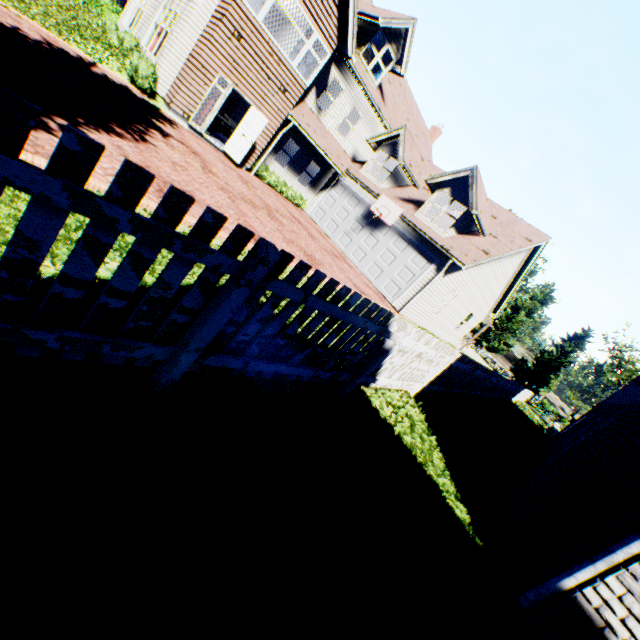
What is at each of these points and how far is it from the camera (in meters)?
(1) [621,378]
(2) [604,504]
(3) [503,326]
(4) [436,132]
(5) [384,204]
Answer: (1) tree, 51.97
(2) chimney, 4.21
(3) tree, 46.25
(4) chimney, 27.95
(5) basketball hoop, 16.66

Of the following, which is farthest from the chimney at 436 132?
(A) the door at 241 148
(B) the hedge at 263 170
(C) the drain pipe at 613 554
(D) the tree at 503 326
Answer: (C) the drain pipe at 613 554

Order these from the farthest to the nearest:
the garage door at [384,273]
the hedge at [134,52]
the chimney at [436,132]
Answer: the chimney at [436,132] < the garage door at [384,273] < the hedge at [134,52]

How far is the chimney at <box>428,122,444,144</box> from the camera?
27.95m

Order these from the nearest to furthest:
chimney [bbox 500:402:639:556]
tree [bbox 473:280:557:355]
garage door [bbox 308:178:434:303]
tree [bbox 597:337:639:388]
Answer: chimney [bbox 500:402:639:556], garage door [bbox 308:178:434:303], tree [bbox 473:280:557:355], tree [bbox 597:337:639:388]

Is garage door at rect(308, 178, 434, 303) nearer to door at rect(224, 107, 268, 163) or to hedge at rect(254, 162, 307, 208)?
hedge at rect(254, 162, 307, 208)

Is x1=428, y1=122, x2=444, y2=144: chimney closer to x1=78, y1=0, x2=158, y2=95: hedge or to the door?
the door

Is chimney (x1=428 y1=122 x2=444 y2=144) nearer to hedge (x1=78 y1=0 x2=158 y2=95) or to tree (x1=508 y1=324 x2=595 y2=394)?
hedge (x1=78 y1=0 x2=158 y2=95)
